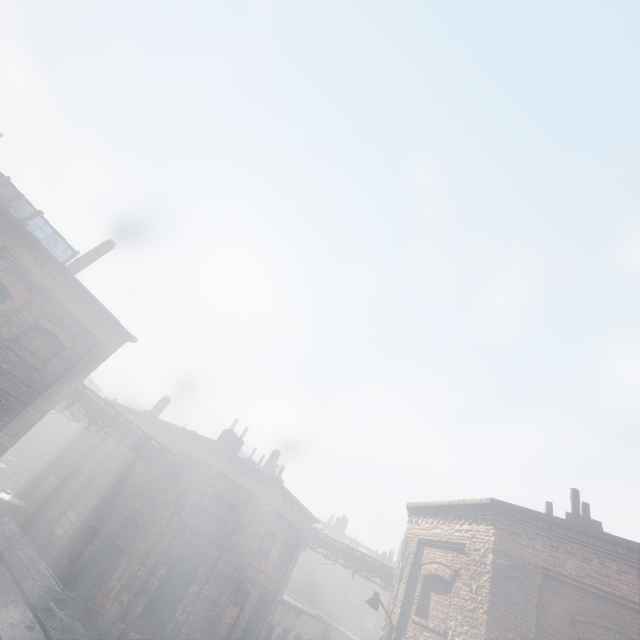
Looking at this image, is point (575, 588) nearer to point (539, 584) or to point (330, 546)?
point (539, 584)

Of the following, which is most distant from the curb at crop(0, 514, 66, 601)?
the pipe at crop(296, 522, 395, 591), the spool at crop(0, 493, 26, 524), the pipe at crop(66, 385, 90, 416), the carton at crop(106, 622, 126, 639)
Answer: the pipe at crop(296, 522, 395, 591)

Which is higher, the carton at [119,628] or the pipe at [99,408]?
the pipe at [99,408]

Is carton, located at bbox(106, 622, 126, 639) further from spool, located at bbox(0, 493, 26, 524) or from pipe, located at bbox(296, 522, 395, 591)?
spool, located at bbox(0, 493, 26, 524)

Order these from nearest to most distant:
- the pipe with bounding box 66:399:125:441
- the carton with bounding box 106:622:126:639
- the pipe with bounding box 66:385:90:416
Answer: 1. the carton with bounding box 106:622:126:639
2. the pipe with bounding box 66:385:90:416
3. the pipe with bounding box 66:399:125:441

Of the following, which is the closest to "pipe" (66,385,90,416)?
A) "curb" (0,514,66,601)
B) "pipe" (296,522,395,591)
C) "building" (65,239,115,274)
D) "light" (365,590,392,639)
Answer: "building" (65,239,115,274)

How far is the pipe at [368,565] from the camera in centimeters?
1606cm

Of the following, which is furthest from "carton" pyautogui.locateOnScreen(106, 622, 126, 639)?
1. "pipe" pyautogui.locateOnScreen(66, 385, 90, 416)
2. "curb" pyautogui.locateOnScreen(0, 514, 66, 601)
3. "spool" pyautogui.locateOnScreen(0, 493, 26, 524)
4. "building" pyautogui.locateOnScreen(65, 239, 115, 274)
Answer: "building" pyautogui.locateOnScreen(65, 239, 115, 274)
